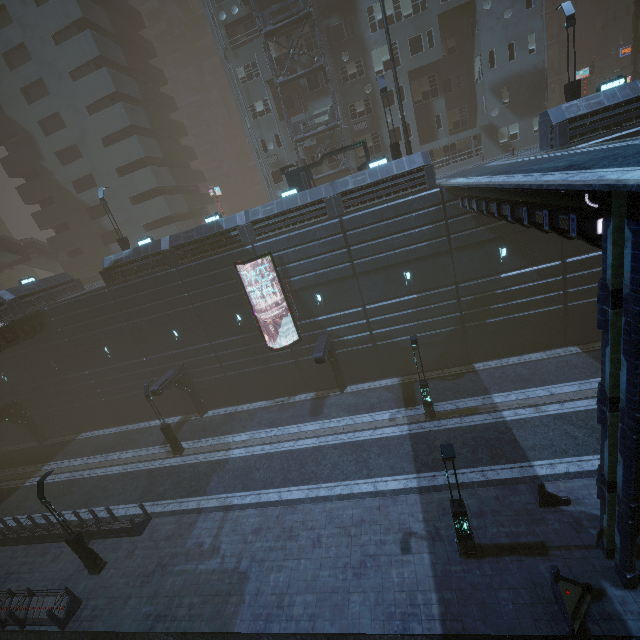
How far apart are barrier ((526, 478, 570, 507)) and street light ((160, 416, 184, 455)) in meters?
20.8

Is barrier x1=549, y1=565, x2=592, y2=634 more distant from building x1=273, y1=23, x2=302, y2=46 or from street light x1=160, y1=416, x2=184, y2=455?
street light x1=160, y1=416, x2=184, y2=455

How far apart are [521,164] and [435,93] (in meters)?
20.44

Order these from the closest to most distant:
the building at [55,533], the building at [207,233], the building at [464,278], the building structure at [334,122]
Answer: the building at [464,278]
the building at [55,533]
the building at [207,233]
the building structure at [334,122]

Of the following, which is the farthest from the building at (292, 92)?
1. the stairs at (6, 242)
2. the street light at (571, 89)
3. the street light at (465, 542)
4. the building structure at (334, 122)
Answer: the street light at (465, 542)

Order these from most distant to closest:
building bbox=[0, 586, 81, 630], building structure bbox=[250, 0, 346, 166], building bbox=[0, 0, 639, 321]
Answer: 1. building structure bbox=[250, 0, 346, 166]
2. building bbox=[0, 0, 639, 321]
3. building bbox=[0, 586, 81, 630]

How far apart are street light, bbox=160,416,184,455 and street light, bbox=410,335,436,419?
16.7 meters

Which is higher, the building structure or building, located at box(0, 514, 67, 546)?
the building structure
